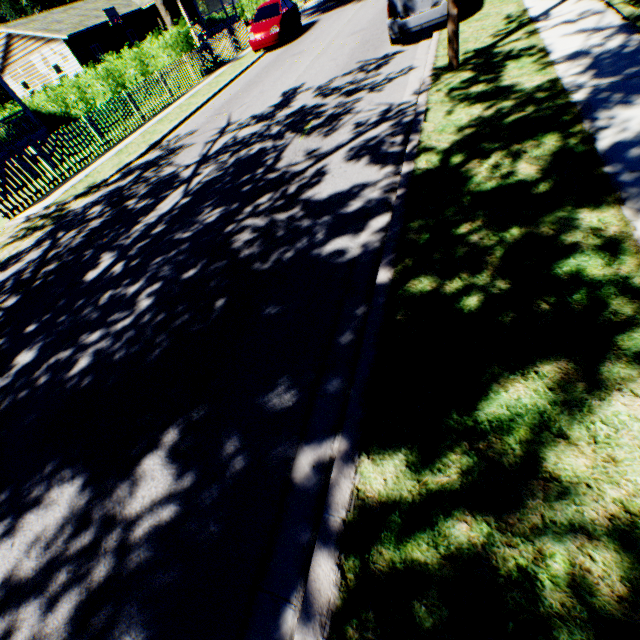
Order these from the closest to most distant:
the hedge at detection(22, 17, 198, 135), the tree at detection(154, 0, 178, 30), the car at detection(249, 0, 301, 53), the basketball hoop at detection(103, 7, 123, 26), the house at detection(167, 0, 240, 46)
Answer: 1. the car at detection(249, 0, 301, 53)
2. the hedge at detection(22, 17, 198, 135)
3. the tree at detection(154, 0, 178, 30)
4. the basketball hoop at detection(103, 7, 123, 26)
5. the house at detection(167, 0, 240, 46)

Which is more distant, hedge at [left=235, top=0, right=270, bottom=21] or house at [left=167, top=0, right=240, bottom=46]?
hedge at [left=235, top=0, right=270, bottom=21]

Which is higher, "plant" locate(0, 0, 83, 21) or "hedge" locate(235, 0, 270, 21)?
"plant" locate(0, 0, 83, 21)

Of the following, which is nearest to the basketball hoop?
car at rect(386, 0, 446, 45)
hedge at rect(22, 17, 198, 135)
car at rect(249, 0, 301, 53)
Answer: hedge at rect(22, 17, 198, 135)

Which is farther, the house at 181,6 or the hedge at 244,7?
the hedge at 244,7

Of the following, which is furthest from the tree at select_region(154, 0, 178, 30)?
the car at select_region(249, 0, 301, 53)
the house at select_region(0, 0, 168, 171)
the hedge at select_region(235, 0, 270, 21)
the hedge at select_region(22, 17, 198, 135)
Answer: the hedge at select_region(235, 0, 270, 21)

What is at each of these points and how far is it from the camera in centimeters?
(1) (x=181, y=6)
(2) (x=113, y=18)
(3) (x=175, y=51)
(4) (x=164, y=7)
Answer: (1) house, 2997cm
(2) basketball hoop, 2756cm
(3) hedge, 1661cm
(4) tree, 1745cm
